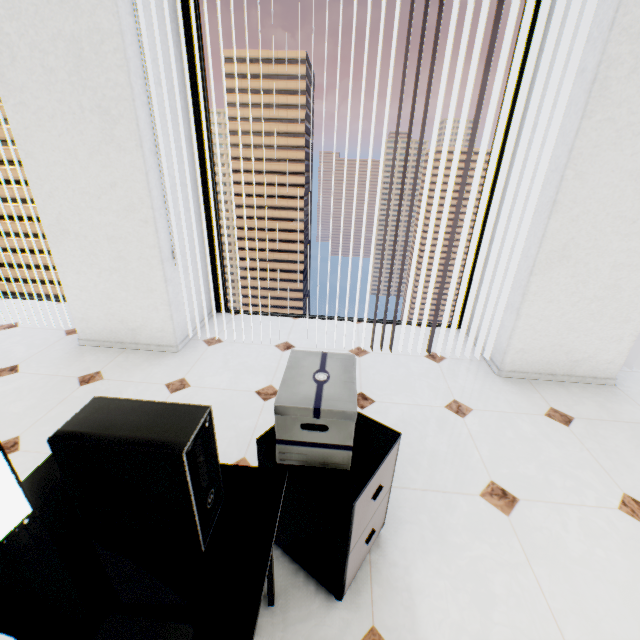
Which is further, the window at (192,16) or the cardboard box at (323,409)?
the window at (192,16)

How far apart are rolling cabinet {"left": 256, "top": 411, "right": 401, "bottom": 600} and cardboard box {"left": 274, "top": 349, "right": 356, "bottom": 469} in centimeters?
1cm

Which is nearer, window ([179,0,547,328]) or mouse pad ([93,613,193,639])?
mouse pad ([93,613,193,639])

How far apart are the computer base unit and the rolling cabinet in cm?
31

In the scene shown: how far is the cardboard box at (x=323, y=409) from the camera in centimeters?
107cm

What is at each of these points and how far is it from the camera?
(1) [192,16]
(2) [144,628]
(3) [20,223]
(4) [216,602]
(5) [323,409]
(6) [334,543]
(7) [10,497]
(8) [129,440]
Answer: (1) window, 2.75m
(2) mouse pad, 0.68m
(3) building, 58.28m
(4) table, 0.73m
(5) cardboard box, 1.06m
(6) rolling cabinet, 1.20m
(7) monitor, 0.66m
(8) computer base unit, 0.69m

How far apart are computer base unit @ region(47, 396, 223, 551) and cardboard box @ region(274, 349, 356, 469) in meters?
0.3

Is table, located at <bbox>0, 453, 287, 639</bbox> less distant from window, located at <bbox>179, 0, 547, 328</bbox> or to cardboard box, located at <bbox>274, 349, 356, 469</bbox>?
cardboard box, located at <bbox>274, 349, 356, 469</bbox>
